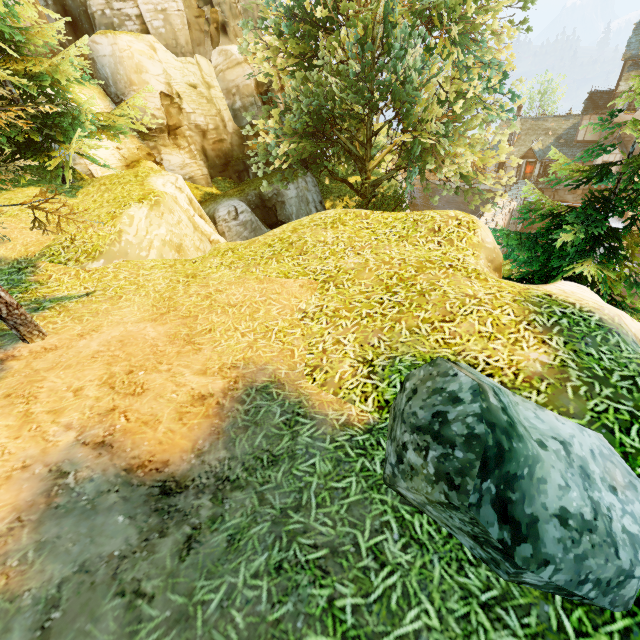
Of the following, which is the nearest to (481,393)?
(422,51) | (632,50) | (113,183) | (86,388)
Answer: (86,388)

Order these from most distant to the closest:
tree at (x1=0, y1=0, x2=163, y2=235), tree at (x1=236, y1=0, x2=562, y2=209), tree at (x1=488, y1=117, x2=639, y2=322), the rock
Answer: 1. tree at (x1=236, y1=0, x2=562, y2=209)
2. tree at (x1=488, y1=117, x2=639, y2=322)
3. tree at (x1=0, y1=0, x2=163, y2=235)
4. the rock

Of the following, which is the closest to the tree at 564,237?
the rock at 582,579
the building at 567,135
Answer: the rock at 582,579

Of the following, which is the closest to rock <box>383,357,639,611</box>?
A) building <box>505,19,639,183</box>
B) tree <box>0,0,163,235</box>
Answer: tree <box>0,0,163,235</box>

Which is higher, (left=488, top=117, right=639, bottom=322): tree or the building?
(left=488, top=117, right=639, bottom=322): tree

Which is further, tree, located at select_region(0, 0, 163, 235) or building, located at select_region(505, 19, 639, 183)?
building, located at select_region(505, 19, 639, 183)

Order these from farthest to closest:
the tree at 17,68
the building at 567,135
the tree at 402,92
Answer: the building at 567,135, the tree at 402,92, the tree at 17,68
